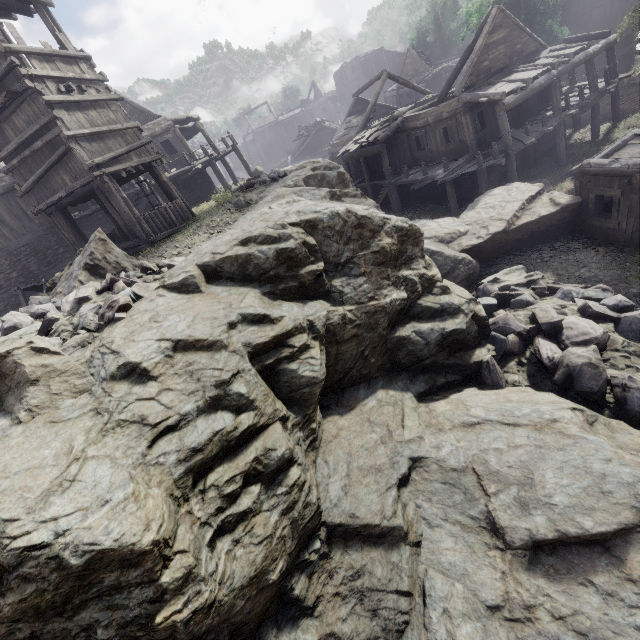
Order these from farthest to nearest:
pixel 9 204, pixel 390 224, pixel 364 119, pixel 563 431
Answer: pixel 364 119 < pixel 9 204 < pixel 390 224 < pixel 563 431

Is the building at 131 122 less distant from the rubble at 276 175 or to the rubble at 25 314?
the rubble at 276 175

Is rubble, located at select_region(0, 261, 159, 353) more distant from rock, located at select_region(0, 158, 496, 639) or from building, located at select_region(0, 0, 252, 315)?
building, located at select_region(0, 0, 252, 315)

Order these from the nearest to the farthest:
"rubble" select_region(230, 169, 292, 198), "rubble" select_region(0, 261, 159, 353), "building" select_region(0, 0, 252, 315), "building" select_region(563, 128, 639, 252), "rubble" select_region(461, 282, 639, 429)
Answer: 1. "rubble" select_region(0, 261, 159, 353)
2. "rubble" select_region(461, 282, 639, 429)
3. "building" select_region(0, 0, 252, 315)
4. "building" select_region(563, 128, 639, 252)
5. "rubble" select_region(230, 169, 292, 198)

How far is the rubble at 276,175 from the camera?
16.0 meters

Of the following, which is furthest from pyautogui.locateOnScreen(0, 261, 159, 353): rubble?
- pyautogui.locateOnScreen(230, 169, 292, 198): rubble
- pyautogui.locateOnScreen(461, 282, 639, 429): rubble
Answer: pyautogui.locateOnScreen(230, 169, 292, 198): rubble

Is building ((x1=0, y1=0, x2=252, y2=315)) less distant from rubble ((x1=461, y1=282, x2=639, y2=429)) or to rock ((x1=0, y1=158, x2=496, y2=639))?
rock ((x1=0, y1=158, x2=496, y2=639))

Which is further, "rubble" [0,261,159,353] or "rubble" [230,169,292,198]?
"rubble" [230,169,292,198]
